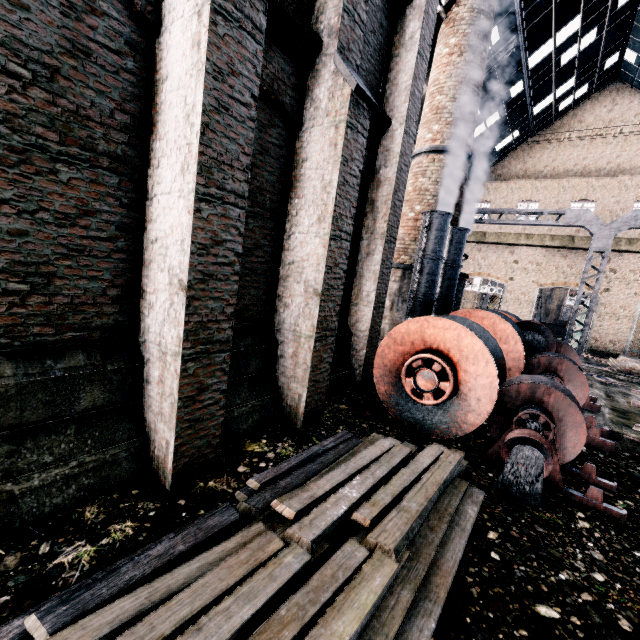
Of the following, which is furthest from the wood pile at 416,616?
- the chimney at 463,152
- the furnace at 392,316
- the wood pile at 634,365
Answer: the wood pile at 634,365

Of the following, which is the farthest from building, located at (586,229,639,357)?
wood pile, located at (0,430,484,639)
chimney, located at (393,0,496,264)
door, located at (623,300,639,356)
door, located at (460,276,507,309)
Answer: wood pile, located at (0,430,484,639)

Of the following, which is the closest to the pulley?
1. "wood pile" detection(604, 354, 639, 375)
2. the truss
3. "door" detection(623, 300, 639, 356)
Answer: the truss

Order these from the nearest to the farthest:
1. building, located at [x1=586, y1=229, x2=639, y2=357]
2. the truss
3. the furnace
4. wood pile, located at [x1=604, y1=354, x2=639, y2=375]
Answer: the truss → the furnace → wood pile, located at [x1=604, y1=354, x2=639, y2=375] → building, located at [x1=586, y1=229, x2=639, y2=357]

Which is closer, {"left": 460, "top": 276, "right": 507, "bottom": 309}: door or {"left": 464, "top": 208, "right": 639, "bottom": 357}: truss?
{"left": 464, "top": 208, "right": 639, "bottom": 357}: truss

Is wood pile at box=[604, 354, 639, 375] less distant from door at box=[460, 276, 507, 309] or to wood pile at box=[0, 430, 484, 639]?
door at box=[460, 276, 507, 309]

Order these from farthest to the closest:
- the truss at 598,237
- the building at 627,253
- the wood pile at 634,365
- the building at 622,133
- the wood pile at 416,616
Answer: the building at 627,253, the wood pile at 634,365, the building at 622,133, the truss at 598,237, the wood pile at 416,616

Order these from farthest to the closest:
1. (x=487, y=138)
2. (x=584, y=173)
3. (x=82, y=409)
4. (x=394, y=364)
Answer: (x=584, y=173)
(x=487, y=138)
(x=394, y=364)
(x=82, y=409)
